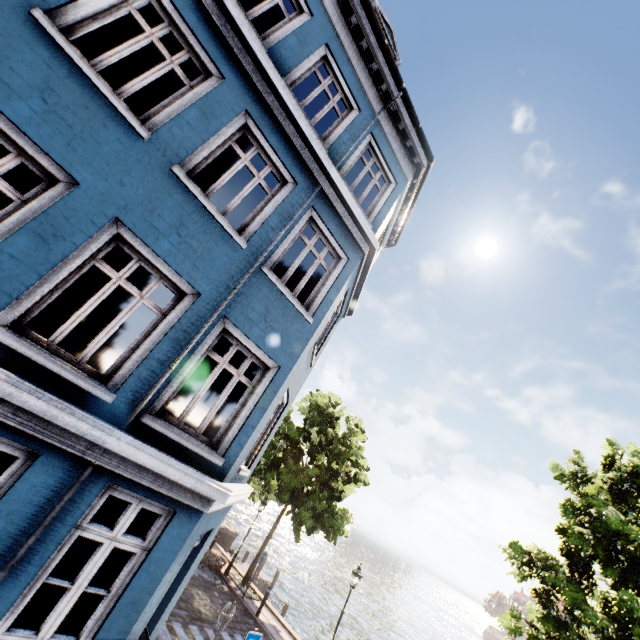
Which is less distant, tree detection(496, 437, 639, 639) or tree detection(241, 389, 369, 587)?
tree detection(496, 437, 639, 639)

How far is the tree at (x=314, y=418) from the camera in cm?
1567

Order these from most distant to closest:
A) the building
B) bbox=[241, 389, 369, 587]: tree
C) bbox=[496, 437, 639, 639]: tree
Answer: bbox=[241, 389, 369, 587]: tree
bbox=[496, 437, 639, 639]: tree
the building

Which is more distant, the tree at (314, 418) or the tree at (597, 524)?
the tree at (314, 418)

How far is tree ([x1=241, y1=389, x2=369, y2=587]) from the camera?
15.7 meters

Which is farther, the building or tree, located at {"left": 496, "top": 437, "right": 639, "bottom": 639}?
tree, located at {"left": 496, "top": 437, "right": 639, "bottom": 639}

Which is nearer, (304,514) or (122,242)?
(122,242)
